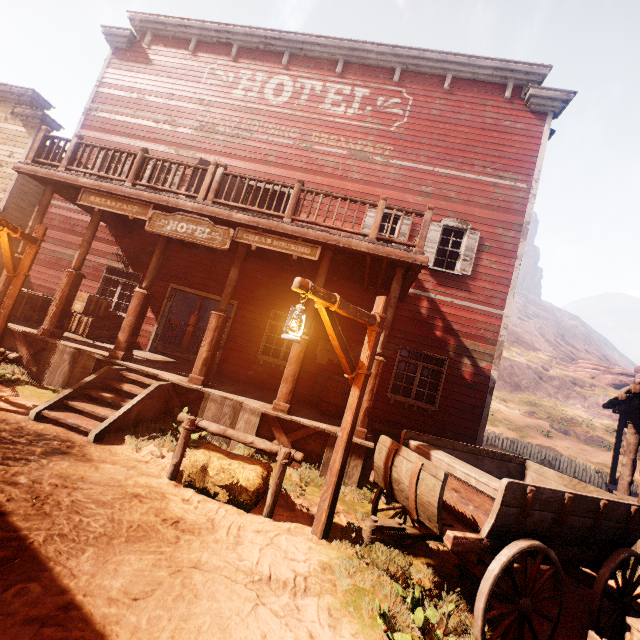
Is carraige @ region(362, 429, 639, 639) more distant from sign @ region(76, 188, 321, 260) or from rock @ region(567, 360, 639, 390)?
rock @ region(567, 360, 639, 390)

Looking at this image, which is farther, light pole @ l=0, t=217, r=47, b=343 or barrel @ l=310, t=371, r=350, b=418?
barrel @ l=310, t=371, r=350, b=418

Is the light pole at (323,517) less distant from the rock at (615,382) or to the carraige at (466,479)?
the carraige at (466,479)

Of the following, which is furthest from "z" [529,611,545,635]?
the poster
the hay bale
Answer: the poster

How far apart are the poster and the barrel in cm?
18

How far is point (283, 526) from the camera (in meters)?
4.26

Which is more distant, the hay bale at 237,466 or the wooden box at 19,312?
the wooden box at 19,312

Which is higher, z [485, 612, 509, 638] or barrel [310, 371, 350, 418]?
barrel [310, 371, 350, 418]
